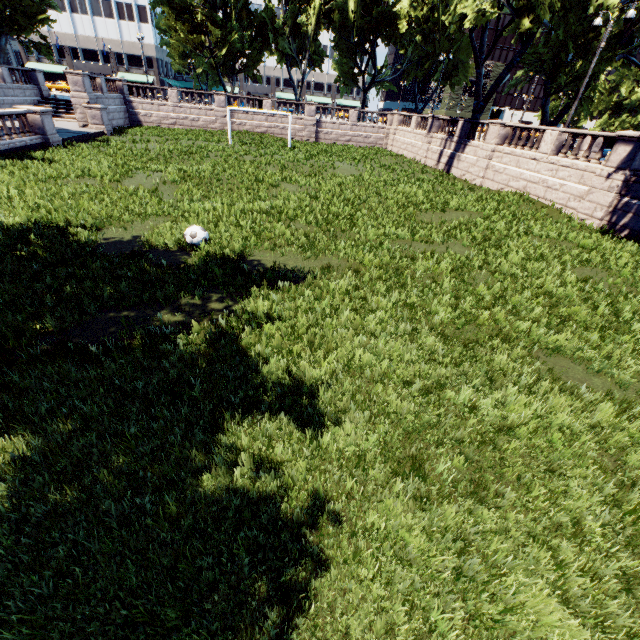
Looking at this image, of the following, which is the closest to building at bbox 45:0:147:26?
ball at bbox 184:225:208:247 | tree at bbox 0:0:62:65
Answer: tree at bbox 0:0:62:65

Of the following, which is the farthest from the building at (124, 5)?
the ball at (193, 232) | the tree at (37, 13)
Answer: the ball at (193, 232)

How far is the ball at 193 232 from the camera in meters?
9.3 m

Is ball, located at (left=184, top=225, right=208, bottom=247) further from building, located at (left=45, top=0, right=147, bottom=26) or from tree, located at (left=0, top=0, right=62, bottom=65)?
building, located at (left=45, top=0, right=147, bottom=26)

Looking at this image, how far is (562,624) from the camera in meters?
3.0 m

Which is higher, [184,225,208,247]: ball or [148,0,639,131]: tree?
[148,0,639,131]: tree

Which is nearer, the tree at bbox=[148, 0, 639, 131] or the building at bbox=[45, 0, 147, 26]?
the tree at bbox=[148, 0, 639, 131]
